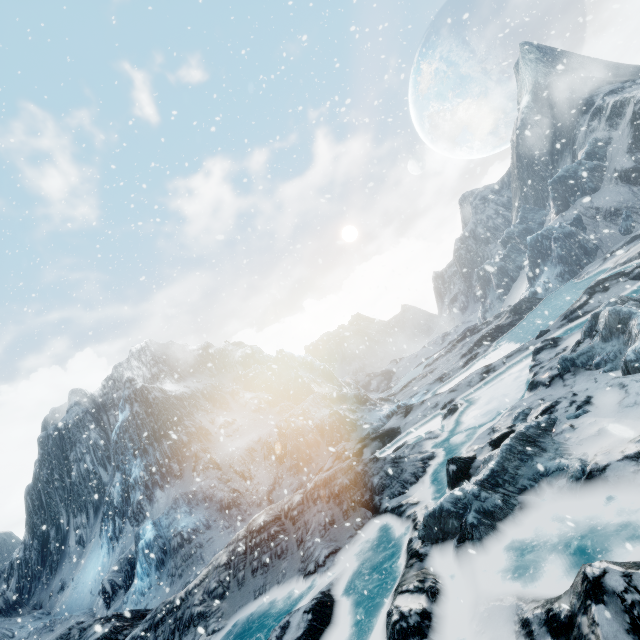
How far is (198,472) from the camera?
26.4 meters
